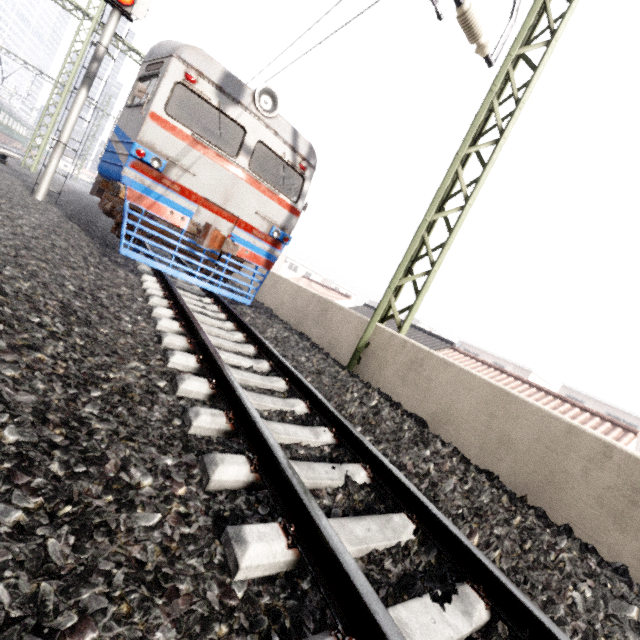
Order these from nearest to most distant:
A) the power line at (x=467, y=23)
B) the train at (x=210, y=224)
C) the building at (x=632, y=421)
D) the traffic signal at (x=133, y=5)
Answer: the power line at (x=467, y=23), the train at (x=210, y=224), the traffic signal at (x=133, y=5), the building at (x=632, y=421)

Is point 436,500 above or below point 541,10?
below

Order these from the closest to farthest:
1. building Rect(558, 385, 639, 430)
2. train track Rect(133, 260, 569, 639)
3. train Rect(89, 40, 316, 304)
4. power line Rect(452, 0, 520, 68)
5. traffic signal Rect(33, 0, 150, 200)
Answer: train track Rect(133, 260, 569, 639) → power line Rect(452, 0, 520, 68) → train Rect(89, 40, 316, 304) → traffic signal Rect(33, 0, 150, 200) → building Rect(558, 385, 639, 430)

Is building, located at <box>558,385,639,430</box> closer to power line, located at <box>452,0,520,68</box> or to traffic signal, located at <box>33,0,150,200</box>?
power line, located at <box>452,0,520,68</box>

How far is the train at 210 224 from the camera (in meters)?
5.62

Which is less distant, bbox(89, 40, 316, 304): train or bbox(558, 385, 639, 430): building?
bbox(89, 40, 316, 304): train

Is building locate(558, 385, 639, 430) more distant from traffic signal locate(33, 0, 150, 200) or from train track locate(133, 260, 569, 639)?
traffic signal locate(33, 0, 150, 200)

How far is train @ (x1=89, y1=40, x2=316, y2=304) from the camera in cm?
562
